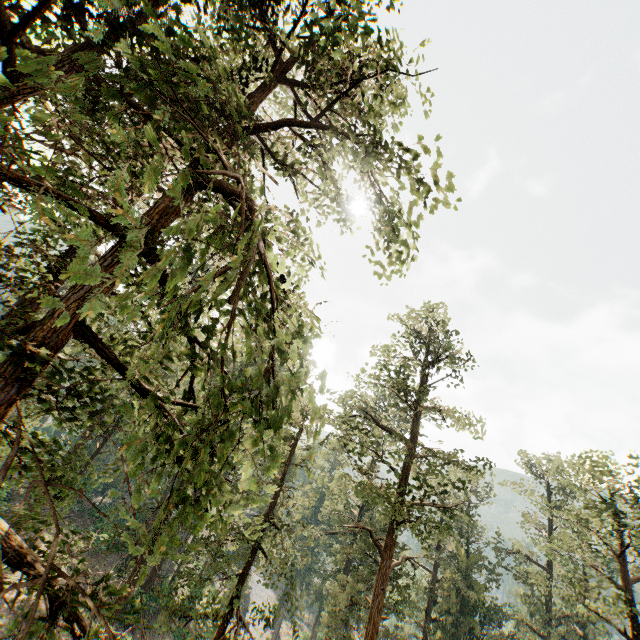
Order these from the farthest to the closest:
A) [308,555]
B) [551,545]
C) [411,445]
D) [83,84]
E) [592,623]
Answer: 1. [308,555]
2. [592,623]
3. [551,545]
4. [411,445]
5. [83,84]
